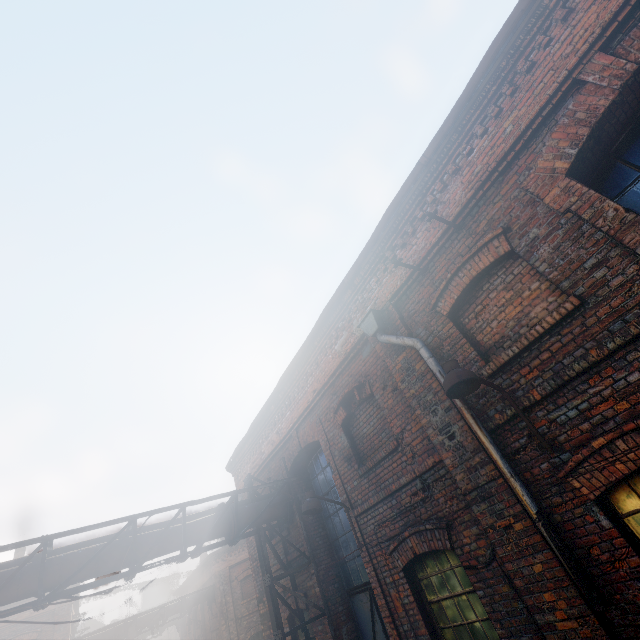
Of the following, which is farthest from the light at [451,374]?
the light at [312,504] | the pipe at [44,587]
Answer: the pipe at [44,587]

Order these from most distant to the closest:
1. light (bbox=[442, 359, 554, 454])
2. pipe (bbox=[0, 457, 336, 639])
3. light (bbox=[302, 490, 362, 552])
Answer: light (bbox=[302, 490, 362, 552]), pipe (bbox=[0, 457, 336, 639]), light (bbox=[442, 359, 554, 454])

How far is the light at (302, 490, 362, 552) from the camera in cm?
613

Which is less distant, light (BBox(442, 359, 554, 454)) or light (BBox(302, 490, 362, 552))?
light (BBox(442, 359, 554, 454))

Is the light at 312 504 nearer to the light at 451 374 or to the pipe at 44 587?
the pipe at 44 587

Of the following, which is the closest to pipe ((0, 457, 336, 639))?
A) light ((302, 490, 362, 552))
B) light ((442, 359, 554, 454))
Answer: light ((302, 490, 362, 552))

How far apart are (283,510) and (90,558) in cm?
405
